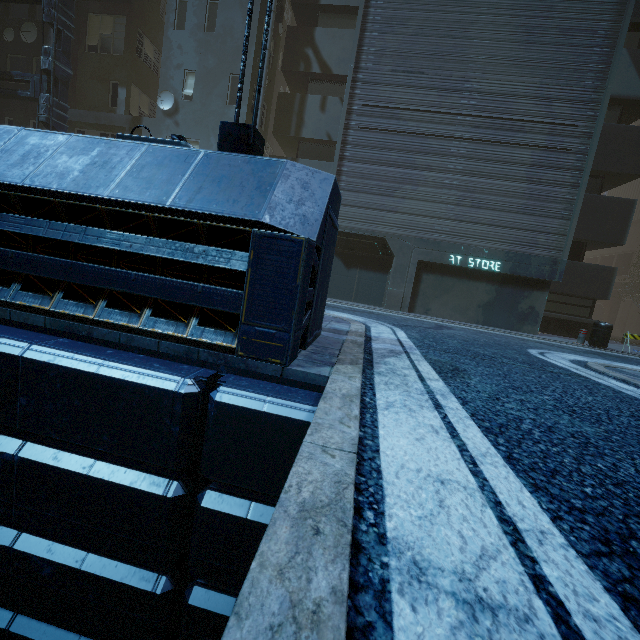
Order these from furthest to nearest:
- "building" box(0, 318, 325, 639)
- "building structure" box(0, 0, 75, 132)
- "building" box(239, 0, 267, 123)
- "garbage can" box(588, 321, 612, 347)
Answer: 1. "building" box(239, 0, 267, 123)
2. "building structure" box(0, 0, 75, 132)
3. "garbage can" box(588, 321, 612, 347)
4. "building" box(0, 318, 325, 639)

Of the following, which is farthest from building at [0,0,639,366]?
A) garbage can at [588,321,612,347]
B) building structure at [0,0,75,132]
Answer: garbage can at [588,321,612,347]

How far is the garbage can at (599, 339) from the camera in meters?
11.4 m

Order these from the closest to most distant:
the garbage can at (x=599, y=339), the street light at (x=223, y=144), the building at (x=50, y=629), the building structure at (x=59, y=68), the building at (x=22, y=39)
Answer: the building at (x=50, y=629) < the street light at (x=223, y=144) < the garbage can at (x=599, y=339) < the building structure at (x=59, y=68) < the building at (x=22, y=39)

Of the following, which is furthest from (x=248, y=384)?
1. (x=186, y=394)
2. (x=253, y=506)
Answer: (x=253, y=506)

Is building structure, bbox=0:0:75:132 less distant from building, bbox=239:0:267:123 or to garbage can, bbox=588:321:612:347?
building, bbox=239:0:267:123

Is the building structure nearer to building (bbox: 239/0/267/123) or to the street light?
building (bbox: 239/0/267/123)

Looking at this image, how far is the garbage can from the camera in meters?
11.4
